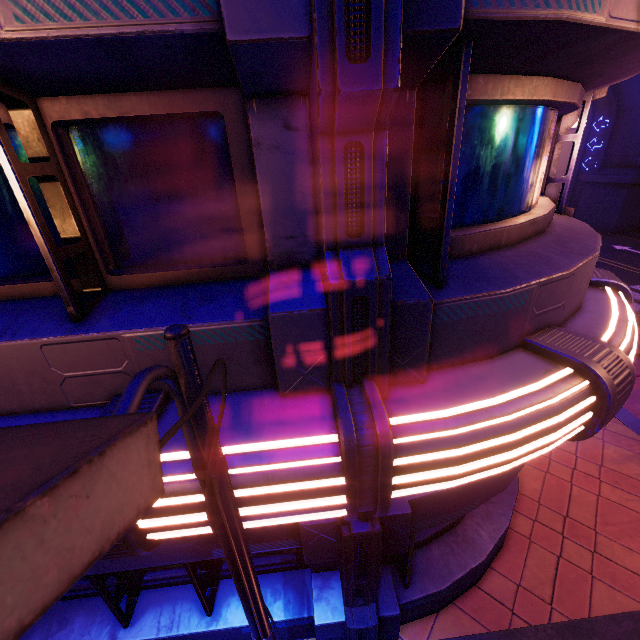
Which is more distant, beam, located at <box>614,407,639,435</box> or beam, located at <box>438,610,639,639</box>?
beam, located at <box>614,407,639,435</box>

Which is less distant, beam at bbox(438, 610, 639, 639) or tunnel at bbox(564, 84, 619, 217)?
beam at bbox(438, 610, 639, 639)

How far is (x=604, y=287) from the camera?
4.1 meters

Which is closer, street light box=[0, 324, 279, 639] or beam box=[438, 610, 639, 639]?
street light box=[0, 324, 279, 639]

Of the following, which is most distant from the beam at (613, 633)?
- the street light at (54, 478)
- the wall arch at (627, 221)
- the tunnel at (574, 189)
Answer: the tunnel at (574, 189)

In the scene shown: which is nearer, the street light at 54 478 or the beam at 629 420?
the street light at 54 478

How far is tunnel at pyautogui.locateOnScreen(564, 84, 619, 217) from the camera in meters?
24.2

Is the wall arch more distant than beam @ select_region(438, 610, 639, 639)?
Yes
